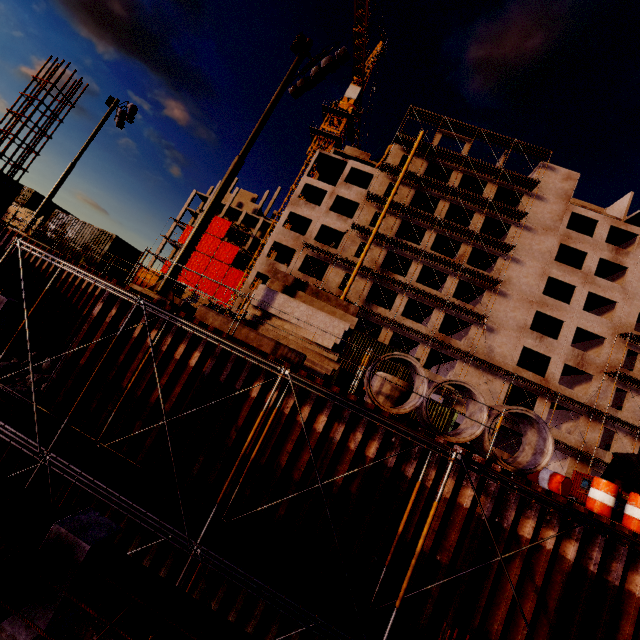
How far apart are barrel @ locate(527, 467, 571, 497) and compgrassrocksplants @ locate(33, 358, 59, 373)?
21.4 meters

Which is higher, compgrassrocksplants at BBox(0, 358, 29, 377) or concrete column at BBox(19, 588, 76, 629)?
concrete column at BBox(19, 588, 76, 629)

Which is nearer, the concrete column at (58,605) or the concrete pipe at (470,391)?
the concrete column at (58,605)

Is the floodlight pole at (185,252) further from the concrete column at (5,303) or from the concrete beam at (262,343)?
the concrete column at (5,303)

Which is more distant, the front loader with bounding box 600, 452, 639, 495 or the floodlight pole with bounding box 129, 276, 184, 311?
the front loader with bounding box 600, 452, 639, 495

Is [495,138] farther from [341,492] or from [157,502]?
[157,502]

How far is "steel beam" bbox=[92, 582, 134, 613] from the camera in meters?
4.0 m

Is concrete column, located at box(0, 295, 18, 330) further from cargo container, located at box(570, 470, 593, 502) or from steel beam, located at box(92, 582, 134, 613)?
cargo container, located at box(570, 470, 593, 502)
